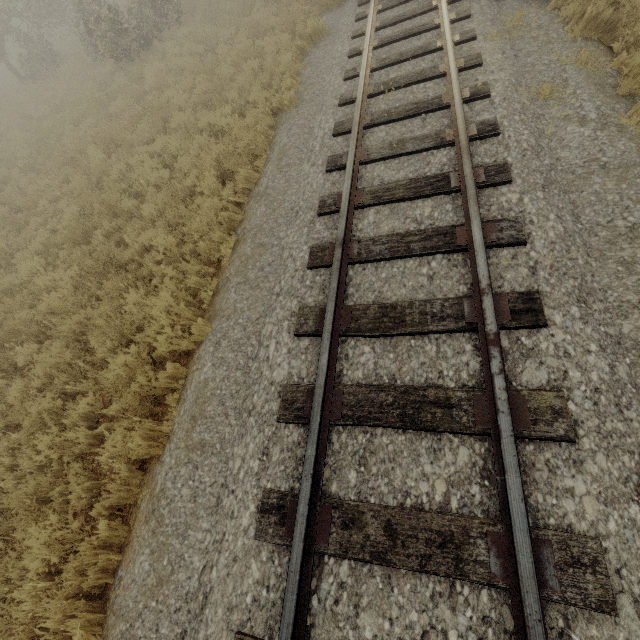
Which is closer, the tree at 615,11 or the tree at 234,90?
the tree at 615,11

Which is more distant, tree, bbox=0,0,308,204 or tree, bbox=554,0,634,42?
tree, bbox=0,0,308,204

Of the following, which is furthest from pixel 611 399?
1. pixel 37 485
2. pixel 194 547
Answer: pixel 37 485
